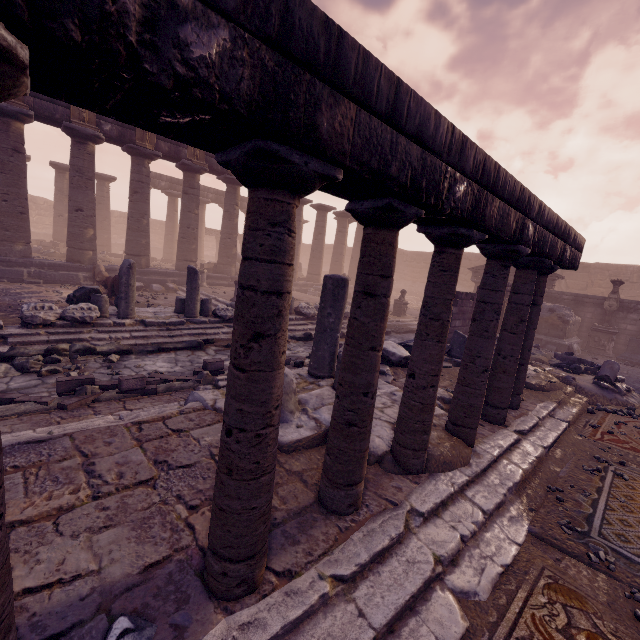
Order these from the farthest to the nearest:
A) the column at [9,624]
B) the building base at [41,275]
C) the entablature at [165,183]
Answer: the entablature at [165,183]
the building base at [41,275]
the column at [9,624]

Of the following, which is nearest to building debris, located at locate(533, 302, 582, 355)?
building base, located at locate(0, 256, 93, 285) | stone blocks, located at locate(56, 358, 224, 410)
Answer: building base, located at locate(0, 256, 93, 285)

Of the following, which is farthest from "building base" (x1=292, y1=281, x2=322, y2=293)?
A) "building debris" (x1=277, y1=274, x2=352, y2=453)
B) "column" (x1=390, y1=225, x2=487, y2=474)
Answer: "column" (x1=390, y1=225, x2=487, y2=474)

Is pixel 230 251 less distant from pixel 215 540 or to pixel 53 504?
pixel 53 504

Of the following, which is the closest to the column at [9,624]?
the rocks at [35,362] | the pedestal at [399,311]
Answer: the rocks at [35,362]

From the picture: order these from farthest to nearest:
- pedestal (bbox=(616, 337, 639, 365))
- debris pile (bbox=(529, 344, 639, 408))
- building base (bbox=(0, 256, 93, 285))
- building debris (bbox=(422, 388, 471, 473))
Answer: pedestal (bbox=(616, 337, 639, 365)) < building base (bbox=(0, 256, 93, 285)) < debris pile (bbox=(529, 344, 639, 408)) < building debris (bbox=(422, 388, 471, 473))

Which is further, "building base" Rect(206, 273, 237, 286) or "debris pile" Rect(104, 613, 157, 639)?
"building base" Rect(206, 273, 237, 286)

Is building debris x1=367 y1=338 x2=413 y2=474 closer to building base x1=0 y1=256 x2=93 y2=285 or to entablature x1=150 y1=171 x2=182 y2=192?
building base x1=0 y1=256 x2=93 y2=285
